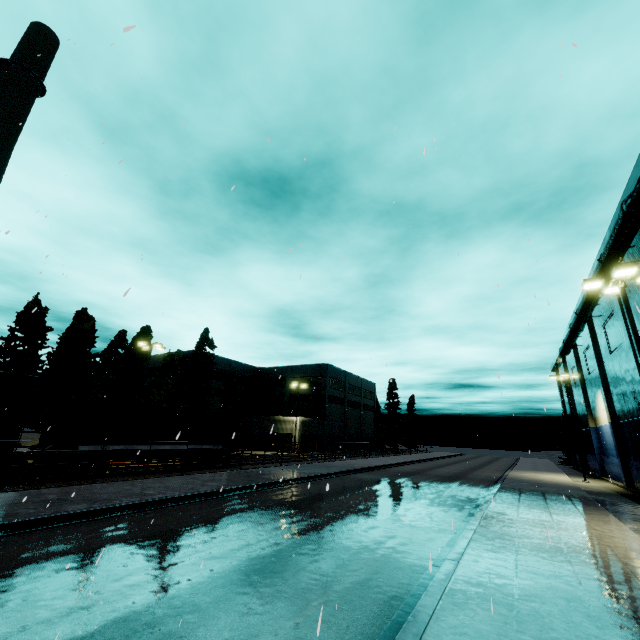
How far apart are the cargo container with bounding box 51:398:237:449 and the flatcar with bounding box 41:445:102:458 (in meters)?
0.02

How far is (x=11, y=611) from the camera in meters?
5.6 m

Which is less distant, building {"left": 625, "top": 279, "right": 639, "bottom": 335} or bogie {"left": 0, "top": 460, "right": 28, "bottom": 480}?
bogie {"left": 0, "top": 460, "right": 28, "bottom": 480}

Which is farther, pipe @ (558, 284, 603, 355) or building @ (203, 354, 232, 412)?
building @ (203, 354, 232, 412)

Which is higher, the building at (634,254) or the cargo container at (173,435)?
the building at (634,254)

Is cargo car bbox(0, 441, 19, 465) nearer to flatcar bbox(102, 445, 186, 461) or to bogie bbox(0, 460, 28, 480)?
bogie bbox(0, 460, 28, 480)

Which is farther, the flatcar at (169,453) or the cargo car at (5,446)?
the flatcar at (169,453)

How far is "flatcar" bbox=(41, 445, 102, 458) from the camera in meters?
16.3 m
